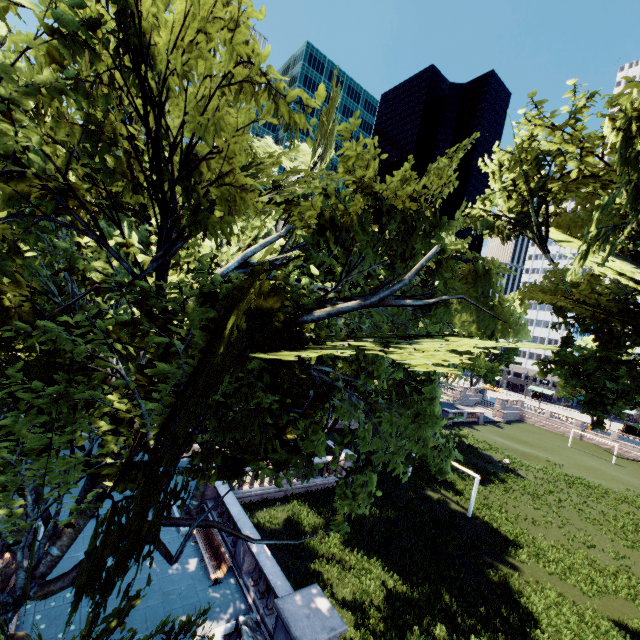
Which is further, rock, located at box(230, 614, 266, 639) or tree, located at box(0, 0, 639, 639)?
rock, located at box(230, 614, 266, 639)

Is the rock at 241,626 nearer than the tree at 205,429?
No

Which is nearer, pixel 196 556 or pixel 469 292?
pixel 469 292

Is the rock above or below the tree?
below

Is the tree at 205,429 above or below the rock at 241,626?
above
